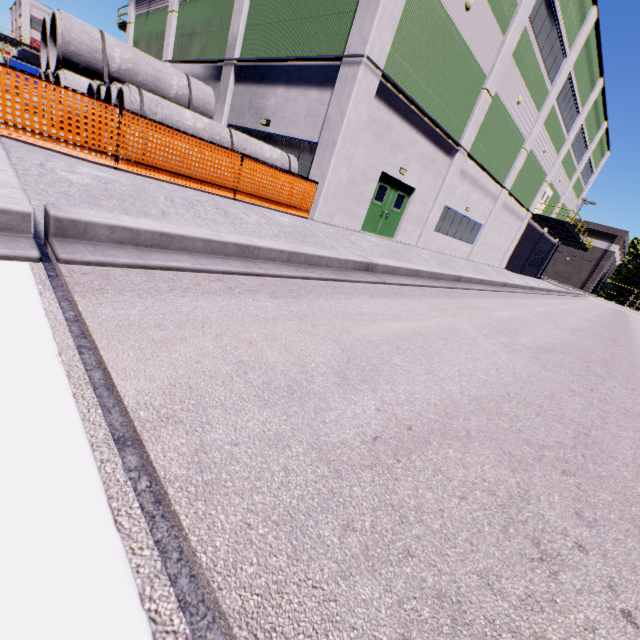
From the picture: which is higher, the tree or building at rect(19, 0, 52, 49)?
building at rect(19, 0, 52, 49)

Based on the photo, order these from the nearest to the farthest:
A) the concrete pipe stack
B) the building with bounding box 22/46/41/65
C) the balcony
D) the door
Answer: the concrete pipe stack, the door, the balcony, the building with bounding box 22/46/41/65

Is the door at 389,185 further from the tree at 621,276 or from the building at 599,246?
the tree at 621,276

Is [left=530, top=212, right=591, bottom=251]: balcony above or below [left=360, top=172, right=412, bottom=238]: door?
above

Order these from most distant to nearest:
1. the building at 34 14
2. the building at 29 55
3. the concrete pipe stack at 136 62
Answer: the building at 29 55
the building at 34 14
the concrete pipe stack at 136 62

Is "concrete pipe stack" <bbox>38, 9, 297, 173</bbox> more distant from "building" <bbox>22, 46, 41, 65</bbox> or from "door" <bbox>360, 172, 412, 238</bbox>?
"door" <bbox>360, 172, 412, 238</bbox>

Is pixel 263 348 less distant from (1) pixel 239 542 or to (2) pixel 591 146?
(1) pixel 239 542

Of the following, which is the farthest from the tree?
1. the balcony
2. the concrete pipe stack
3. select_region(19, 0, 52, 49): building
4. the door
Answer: the concrete pipe stack
